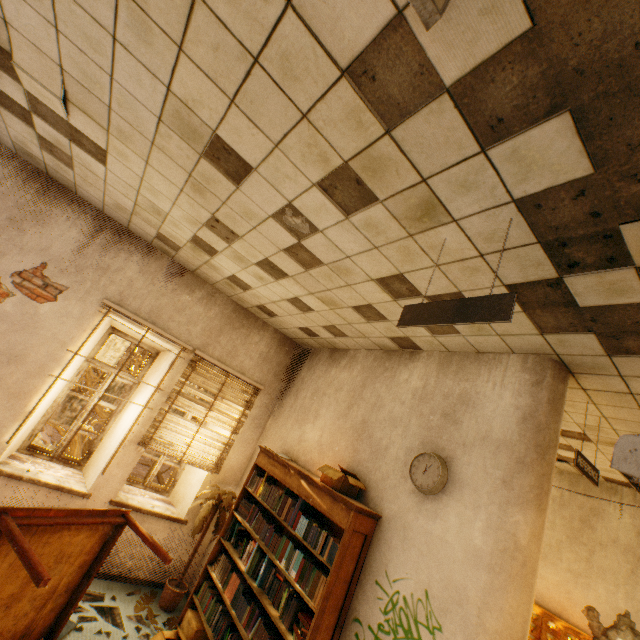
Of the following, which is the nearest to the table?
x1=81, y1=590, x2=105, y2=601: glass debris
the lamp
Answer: x1=81, y1=590, x2=105, y2=601: glass debris

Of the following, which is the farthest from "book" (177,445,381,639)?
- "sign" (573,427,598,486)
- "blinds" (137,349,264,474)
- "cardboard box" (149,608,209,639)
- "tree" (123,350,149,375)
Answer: "tree" (123,350,149,375)

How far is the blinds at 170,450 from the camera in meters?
4.5

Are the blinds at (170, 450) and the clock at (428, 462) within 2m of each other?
no

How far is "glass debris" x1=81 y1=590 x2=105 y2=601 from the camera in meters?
3.6

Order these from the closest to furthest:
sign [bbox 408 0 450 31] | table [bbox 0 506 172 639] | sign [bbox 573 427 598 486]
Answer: sign [bbox 408 0 450 31]
table [bbox 0 506 172 639]
sign [bbox 573 427 598 486]

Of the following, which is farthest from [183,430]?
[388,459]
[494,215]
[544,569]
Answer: [544,569]

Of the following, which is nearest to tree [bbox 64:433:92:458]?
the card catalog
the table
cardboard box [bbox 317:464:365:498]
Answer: the card catalog
